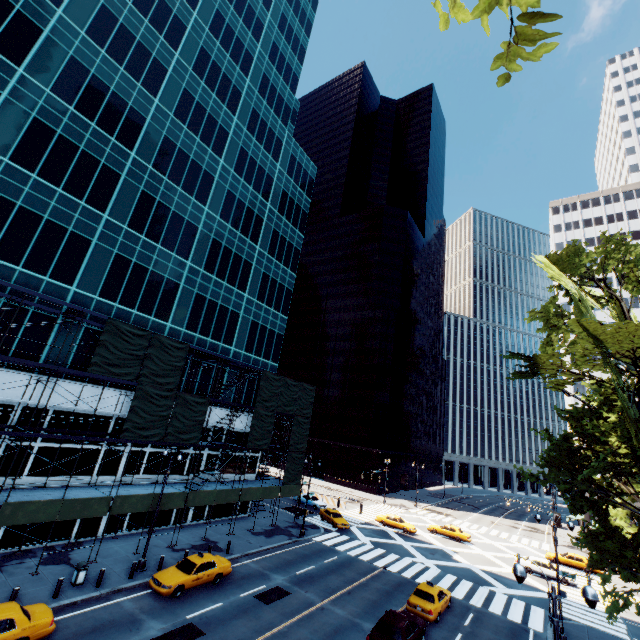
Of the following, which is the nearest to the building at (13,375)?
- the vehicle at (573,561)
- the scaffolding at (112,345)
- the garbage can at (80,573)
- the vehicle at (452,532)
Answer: the scaffolding at (112,345)

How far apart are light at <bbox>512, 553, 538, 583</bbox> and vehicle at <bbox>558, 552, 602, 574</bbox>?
38.5 meters

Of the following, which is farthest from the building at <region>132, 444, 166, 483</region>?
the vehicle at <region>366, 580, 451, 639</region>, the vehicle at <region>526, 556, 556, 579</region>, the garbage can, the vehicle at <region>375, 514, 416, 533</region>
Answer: the vehicle at <region>526, 556, 556, 579</region>

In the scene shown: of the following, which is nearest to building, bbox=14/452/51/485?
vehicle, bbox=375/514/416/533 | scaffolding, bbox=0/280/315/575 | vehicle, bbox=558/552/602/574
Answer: scaffolding, bbox=0/280/315/575

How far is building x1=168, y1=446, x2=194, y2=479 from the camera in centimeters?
2994cm

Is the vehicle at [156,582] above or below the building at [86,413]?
below

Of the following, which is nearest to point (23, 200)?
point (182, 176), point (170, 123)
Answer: point (182, 176)

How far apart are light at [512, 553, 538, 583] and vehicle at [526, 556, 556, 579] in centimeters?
3051cm
